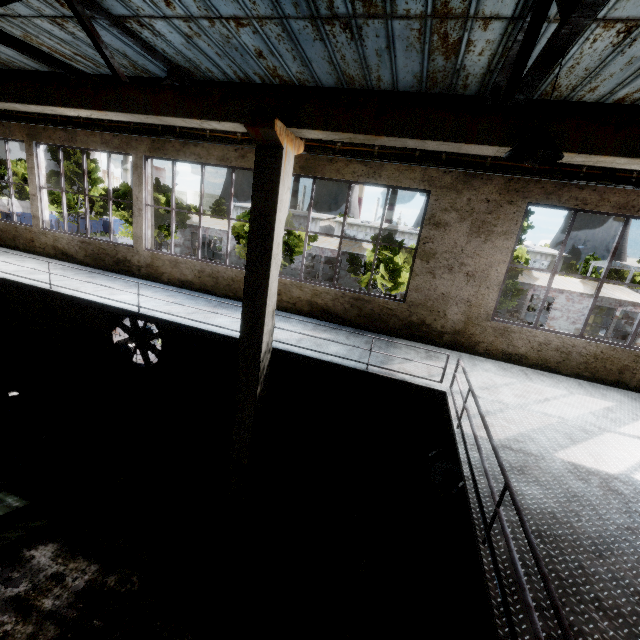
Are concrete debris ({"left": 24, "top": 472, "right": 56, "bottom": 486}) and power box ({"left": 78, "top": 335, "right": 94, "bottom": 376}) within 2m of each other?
no

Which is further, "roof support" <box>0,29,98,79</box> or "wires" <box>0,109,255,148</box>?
"wires" <box>0,109,255,148</box>

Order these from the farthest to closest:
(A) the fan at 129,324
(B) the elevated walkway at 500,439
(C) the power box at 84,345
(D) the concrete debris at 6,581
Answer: (C) the power box at 84,345 → (A) the fan at 129,324 → (D) the concrete debris at 6,581 → (B) the elevated walkway at 500,439

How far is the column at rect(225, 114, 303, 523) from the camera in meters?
4.9 m

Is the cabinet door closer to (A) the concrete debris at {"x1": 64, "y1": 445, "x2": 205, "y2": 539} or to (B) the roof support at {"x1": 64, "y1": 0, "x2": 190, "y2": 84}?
(A) the concrete debris at {"x1": 64, "y1": 445, "x2": 205, "y2": 539}

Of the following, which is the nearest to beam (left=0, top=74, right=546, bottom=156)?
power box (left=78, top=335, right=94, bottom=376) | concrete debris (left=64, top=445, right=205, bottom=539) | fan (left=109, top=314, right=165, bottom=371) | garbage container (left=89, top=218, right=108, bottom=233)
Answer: fan (left=109, top=314, right=165, bottom=371)

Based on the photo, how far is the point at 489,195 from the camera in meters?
6.9 m

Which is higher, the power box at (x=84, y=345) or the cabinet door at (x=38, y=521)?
the power box at (x=84, y=345)
